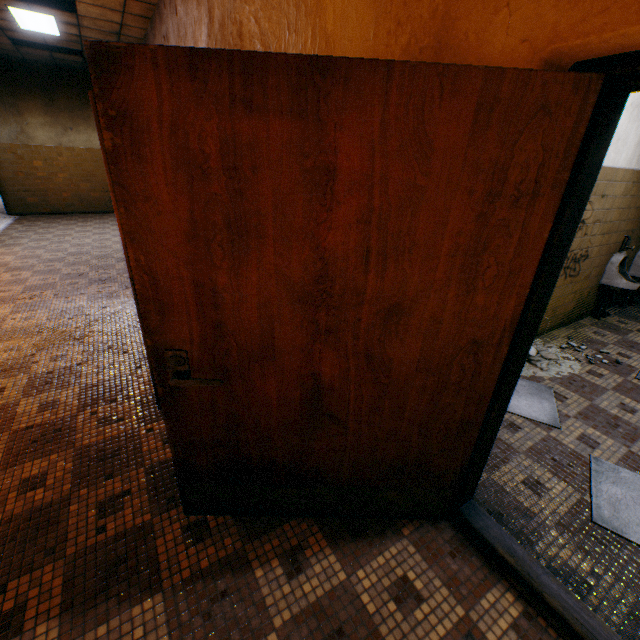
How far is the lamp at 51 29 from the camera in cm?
556

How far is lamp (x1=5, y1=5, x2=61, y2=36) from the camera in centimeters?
556cm

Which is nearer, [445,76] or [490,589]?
[445,76]

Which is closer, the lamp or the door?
the door

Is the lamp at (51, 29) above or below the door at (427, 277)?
above

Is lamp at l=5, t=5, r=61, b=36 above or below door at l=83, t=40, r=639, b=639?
above
